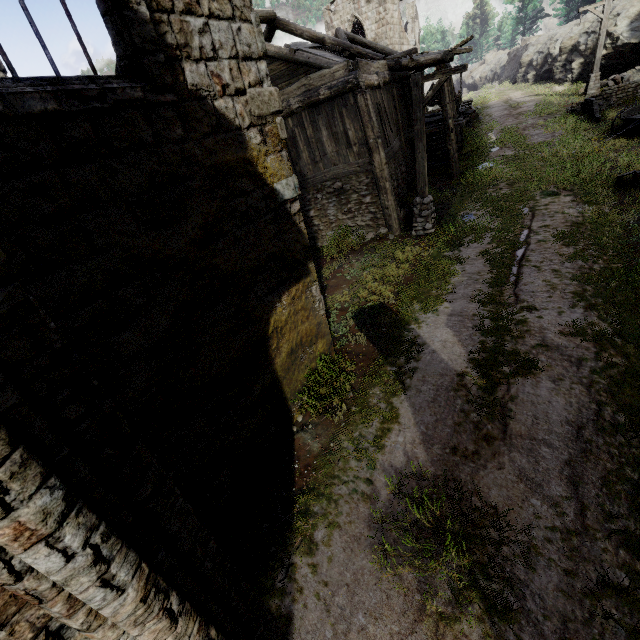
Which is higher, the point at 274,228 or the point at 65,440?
the point at 65,440

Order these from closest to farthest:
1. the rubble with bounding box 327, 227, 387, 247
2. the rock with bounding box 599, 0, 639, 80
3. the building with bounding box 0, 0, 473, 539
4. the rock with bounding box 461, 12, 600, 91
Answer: the building with bounding box 0, 0, 473, 539
the rubble with bounding box 327, 227, 387, 247
the rock with bounding box 599, 0, 639, 80
the rock with bounding box 461, 12, 600, 91

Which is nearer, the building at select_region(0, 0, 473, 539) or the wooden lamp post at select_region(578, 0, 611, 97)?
the building at select_region(0, 0, 473, 539)

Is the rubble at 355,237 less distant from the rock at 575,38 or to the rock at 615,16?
the rock at 615,16

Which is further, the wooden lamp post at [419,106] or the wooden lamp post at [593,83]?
the wooden lamp post at [593,83]

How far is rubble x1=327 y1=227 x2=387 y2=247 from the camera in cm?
1212

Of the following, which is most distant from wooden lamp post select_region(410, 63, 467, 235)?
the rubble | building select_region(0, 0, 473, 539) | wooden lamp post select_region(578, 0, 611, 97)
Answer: wooden lamp post select_region(578, 0, 611, 97)

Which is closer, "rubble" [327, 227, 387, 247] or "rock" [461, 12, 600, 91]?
"rubble" [327, 227, 387, 247]
